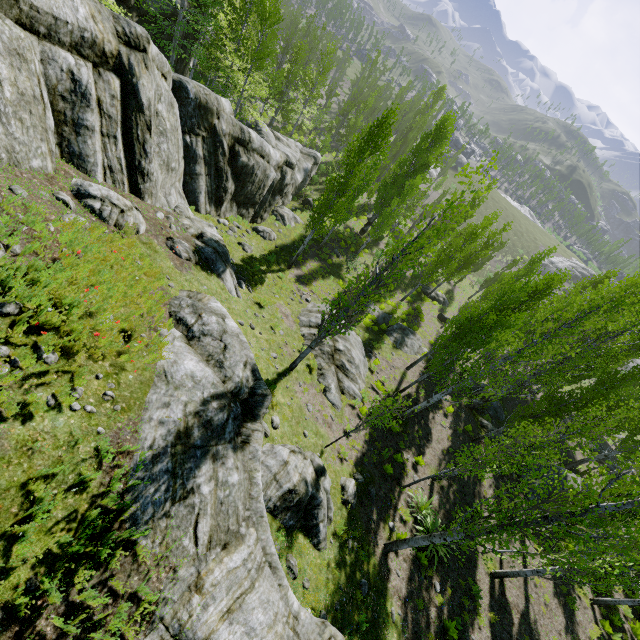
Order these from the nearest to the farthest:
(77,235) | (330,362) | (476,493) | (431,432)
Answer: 1. (77,235)
2. (330,362)
3. (476,493)
4. (431,432)

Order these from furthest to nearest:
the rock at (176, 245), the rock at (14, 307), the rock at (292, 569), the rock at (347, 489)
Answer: the rock at (347, 489)
the rock at (176, 245)
the rock at (292, 569)
the rock at (14, 307)

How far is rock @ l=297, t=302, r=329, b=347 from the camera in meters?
16.6

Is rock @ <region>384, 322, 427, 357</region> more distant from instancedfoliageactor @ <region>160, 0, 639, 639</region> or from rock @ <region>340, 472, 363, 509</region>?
rock @ <region>340, 472, 363, 509</region>

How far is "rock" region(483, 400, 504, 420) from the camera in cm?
2441

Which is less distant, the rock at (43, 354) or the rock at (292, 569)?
the rock at (43, 354)

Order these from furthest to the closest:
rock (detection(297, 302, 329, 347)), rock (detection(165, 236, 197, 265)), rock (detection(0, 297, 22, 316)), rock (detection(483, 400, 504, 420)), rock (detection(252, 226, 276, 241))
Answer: rock (detection(483, 400, 504, 420))
rock (detection(252, 226, 276, 241))
rock (detection(297, 302, 329, 347))
rock (detection(165, 236, 197, 265))
rock (detection(0, 297, 22, 316))
